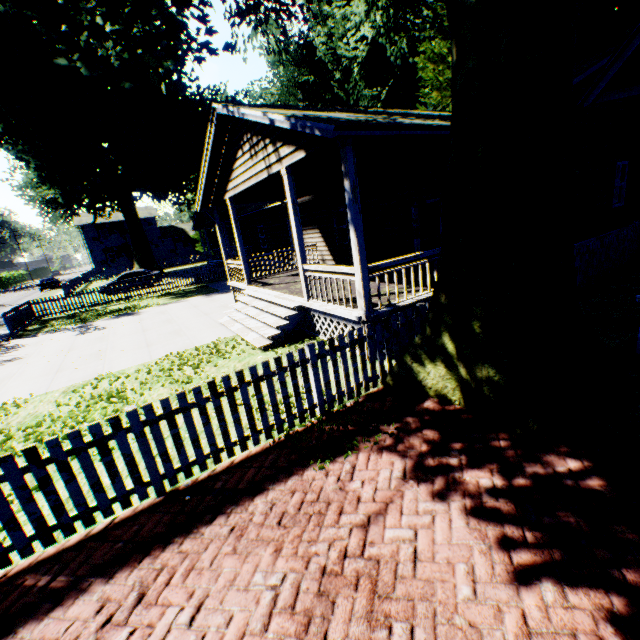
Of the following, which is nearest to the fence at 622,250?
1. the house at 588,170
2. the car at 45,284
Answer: the house at 588,170

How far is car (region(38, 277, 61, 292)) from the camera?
40.66m

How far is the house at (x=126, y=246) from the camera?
47.4m

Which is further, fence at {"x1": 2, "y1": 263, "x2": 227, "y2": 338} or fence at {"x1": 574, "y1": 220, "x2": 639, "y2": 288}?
fence at {"x1": 2, "y1": 263, "x2": 227, "y2": 338}

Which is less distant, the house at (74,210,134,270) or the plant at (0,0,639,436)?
the plant at (0,0,639,436)

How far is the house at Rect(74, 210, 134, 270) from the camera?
47.4 meters

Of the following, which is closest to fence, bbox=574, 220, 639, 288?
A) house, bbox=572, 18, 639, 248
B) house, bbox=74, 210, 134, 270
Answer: house, bbox=572, 18, 639, 248

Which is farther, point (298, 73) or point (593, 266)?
point (298, 73)
